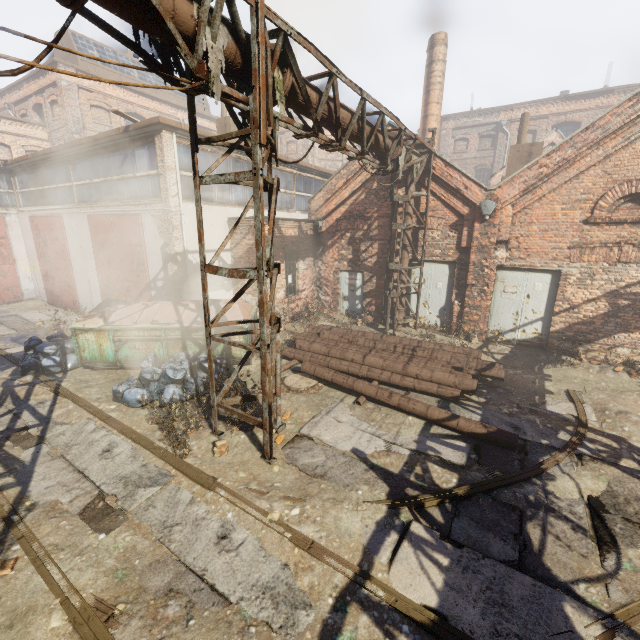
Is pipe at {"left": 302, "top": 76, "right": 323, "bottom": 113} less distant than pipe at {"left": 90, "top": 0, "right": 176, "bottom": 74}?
No

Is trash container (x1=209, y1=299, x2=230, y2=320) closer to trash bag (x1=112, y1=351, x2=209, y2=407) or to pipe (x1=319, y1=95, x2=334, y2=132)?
trash bag (x1=112, y1=351, x2=209, y2=407)

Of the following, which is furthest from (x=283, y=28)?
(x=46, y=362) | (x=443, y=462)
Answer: (x=46, y=362)

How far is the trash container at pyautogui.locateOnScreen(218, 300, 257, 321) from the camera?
8.79m

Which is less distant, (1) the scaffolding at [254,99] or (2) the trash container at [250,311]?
(1) the scaffolding at [254,99]

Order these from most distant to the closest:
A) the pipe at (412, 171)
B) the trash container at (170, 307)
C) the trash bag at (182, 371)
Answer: the pipe at (412, 171)
the trash container at (170, 307)
the trash bag at (182, 371)

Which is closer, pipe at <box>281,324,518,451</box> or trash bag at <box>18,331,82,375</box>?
pipe at <box>281,324,518,451</box>

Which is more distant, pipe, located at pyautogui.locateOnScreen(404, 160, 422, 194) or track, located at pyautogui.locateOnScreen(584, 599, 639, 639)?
pipe, located at pyautogui.locateOnScreen(404, 160, 422, 194)
